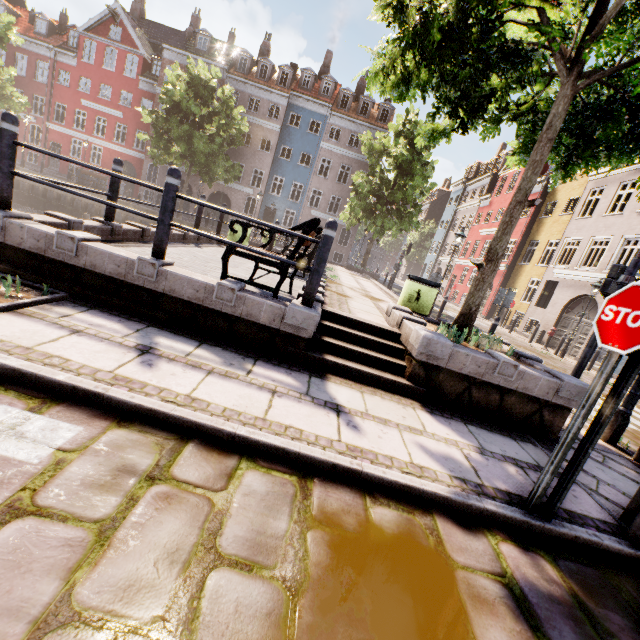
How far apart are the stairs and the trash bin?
1.5m

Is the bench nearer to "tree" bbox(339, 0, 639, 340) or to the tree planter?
the tree planter

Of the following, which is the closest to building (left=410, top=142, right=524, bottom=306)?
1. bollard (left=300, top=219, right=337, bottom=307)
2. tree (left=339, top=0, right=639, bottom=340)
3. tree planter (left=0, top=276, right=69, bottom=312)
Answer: tree (left=339, top=0, right=639, bottom=340)

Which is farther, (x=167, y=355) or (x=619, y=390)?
(x=167, y=355)

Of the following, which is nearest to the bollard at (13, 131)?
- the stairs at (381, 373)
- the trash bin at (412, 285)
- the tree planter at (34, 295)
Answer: the tree planter at (34, 295)

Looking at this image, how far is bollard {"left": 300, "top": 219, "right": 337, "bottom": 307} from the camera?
3.9m

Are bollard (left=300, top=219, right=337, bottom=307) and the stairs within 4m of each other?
yes

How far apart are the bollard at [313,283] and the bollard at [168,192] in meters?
1.8
